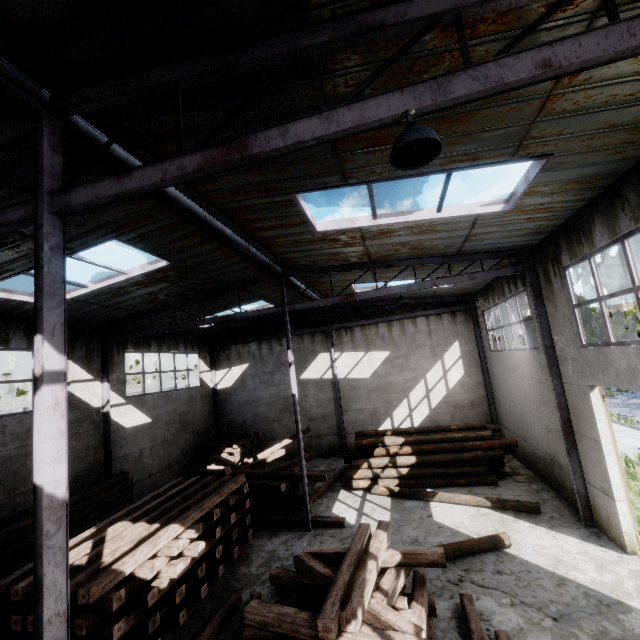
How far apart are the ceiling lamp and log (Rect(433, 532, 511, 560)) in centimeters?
872cm

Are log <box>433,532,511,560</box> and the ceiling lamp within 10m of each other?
yes

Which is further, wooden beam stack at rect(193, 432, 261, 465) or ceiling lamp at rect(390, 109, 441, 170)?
wooden beam stack at rect(193, 432, 261, 465)

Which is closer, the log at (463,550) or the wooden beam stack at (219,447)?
the log at (463,550)

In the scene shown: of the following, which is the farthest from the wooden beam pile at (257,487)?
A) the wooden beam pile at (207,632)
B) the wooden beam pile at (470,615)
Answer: the wooden beam pile at (470,615)

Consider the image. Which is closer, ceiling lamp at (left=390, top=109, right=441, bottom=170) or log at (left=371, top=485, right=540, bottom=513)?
ceiling lamp at (left=390, top=109, right=441, bottom=170)

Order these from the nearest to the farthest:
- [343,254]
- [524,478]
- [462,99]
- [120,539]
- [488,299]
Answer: [462,99], [120,539], [343,254], [524,478], [488,299]

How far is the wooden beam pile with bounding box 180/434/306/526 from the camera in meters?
10.8 m
